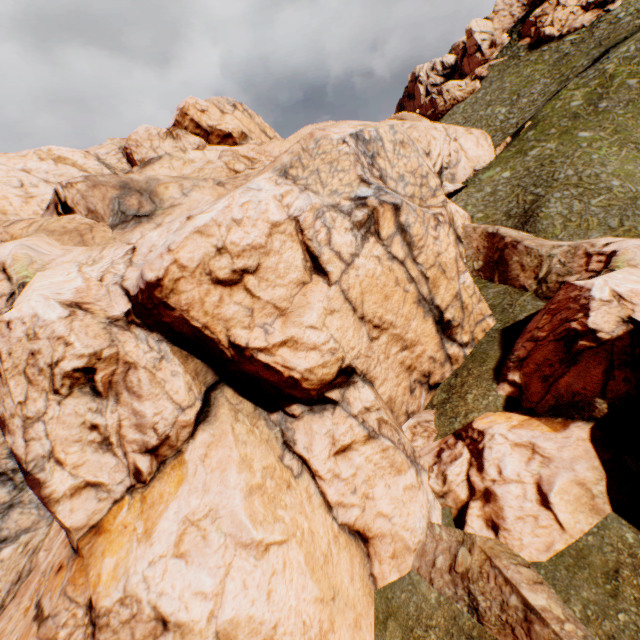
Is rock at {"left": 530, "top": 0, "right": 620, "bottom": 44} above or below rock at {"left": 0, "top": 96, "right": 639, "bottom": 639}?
above

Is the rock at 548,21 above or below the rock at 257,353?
above

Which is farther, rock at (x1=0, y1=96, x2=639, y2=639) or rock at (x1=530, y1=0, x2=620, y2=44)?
rock at (x1=530, y1=0, x2=620, y2=44)

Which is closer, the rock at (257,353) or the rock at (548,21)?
the rock at (257,353)

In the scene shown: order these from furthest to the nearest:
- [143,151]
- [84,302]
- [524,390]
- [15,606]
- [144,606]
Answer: [143,151], [524,390], [84,302], [15,606], [144,606]
